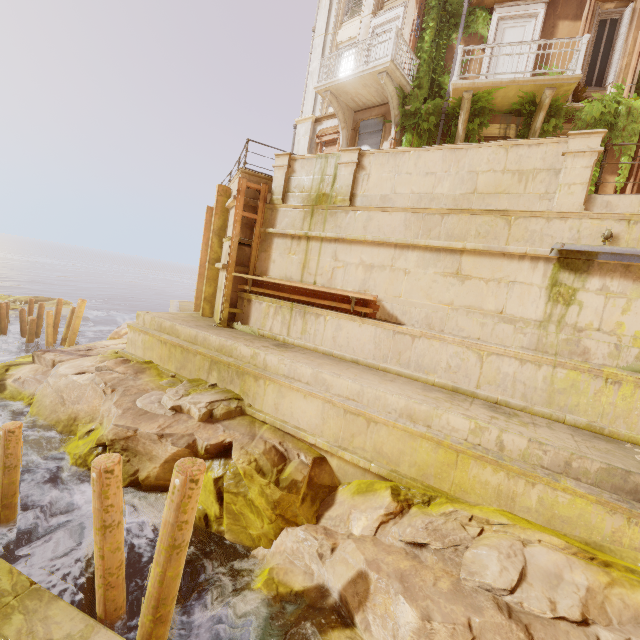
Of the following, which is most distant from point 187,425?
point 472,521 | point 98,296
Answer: point 98,296

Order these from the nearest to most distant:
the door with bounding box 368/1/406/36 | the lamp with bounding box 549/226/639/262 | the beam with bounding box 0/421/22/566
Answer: the beam with bounding box 0/421/22/566, the lamp with bounding box 549/226/639/262, the door with bounding box 368/1/406/36

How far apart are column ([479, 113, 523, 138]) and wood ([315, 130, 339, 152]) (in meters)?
5.62

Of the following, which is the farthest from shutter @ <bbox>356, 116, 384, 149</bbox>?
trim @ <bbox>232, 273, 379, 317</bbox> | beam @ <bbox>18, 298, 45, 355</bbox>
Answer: beam @ <bbox>18, 298, 45, 355</bbox>

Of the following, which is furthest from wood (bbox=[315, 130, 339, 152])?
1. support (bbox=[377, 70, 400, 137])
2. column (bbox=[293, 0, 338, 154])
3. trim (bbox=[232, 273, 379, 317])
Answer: trim (bbox=[232, 273, 379, 317])

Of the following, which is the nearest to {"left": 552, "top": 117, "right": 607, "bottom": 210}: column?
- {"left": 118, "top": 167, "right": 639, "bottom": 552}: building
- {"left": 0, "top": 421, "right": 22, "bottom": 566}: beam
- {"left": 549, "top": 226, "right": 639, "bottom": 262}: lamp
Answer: {"left": 118, "top": 167, "right": 639, "bottom": 552}: building

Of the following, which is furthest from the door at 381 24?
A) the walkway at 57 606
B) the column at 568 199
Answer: the walkway at 57 606

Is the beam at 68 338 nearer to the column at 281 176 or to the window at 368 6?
the column at 281 176
